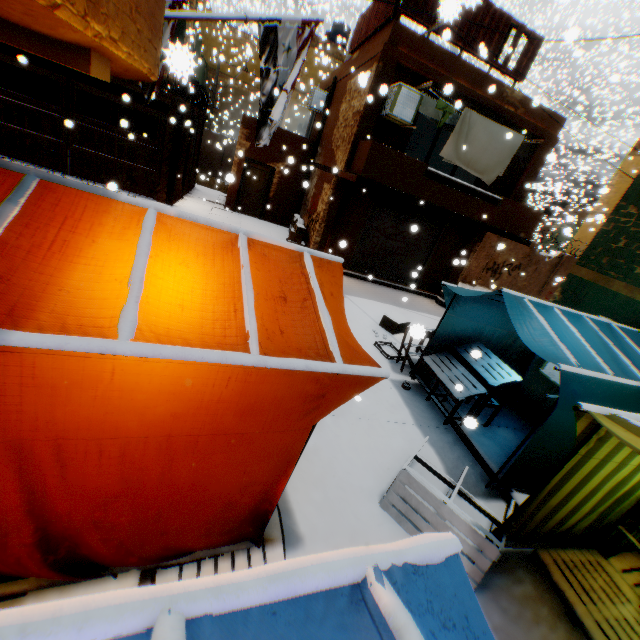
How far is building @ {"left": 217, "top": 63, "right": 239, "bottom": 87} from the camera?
32.8 meters

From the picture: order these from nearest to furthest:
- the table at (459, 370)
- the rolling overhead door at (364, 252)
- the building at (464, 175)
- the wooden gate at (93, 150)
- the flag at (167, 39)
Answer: the table at (459, 370), the flag at (167, 39), the wooden gate at (93, 150), the rolling overhead door at (364, 252), the building at (464, 175)

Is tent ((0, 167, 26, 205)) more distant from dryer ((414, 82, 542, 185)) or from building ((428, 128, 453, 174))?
dryer ((414, 82, 542, 185))

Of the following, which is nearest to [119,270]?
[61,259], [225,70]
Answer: [61,259]

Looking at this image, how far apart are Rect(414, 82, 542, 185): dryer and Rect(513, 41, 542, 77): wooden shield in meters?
0.5

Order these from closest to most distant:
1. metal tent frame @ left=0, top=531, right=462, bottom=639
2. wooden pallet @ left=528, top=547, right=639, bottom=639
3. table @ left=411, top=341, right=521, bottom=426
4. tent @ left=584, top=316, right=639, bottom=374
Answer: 1. metal tent frame @ left=0, top=531, right=462, bottom=639
2. wooden pallet @ left=528, top=547, right=639, bottom=639
3. tent @ left=584, top=316, right=639, bottom=374
4. table @ left=411, top=341, right=521, bottom=426

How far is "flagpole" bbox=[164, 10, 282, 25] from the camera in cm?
418

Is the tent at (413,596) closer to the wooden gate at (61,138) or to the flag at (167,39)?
the wooden gate at (61,138)
